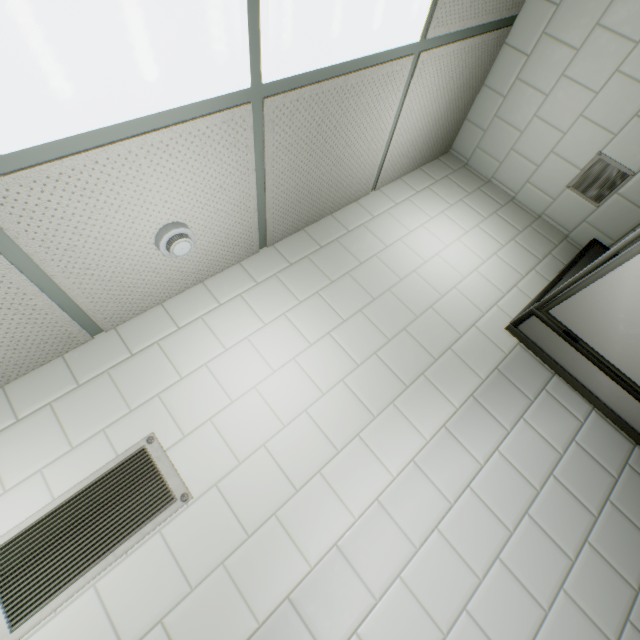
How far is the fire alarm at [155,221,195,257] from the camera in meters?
1.4

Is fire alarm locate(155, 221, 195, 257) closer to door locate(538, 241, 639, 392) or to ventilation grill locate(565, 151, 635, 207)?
door locate(538, 241, 639, 392)

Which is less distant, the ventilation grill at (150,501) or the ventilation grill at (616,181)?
the ventilation grill at (150,501)

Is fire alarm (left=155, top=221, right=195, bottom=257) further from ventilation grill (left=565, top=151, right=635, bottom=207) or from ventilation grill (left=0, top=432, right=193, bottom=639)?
ventilation grill (left=565, top=151, right=635, bottom=207)

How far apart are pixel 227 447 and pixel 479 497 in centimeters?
118cm

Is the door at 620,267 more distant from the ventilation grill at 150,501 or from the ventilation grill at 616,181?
the ventilation grill at 150,501

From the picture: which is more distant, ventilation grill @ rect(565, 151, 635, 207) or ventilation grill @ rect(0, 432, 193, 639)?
ventilation grill @ rect(565, 151, 635, 207)
